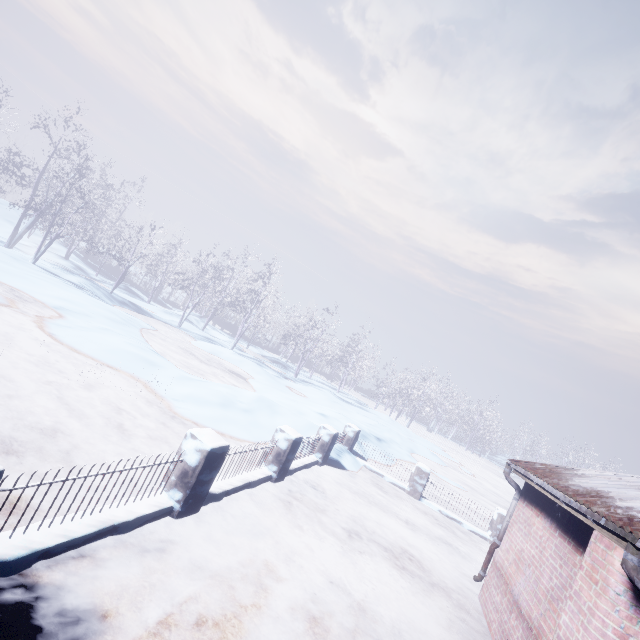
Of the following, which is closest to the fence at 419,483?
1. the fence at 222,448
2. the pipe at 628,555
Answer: the fence at 222,448

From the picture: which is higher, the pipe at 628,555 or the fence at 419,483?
the pipe at 628,555

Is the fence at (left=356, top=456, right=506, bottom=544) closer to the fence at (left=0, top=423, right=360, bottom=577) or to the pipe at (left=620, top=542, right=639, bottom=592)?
the fence at (left=0, top=423, right=360, bottom=577)

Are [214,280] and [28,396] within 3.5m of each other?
no

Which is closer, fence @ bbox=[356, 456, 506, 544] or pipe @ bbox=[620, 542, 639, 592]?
pipe @ bbox=[620, 542, 639, 592]

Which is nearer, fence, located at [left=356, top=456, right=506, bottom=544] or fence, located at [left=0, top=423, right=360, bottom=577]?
fence, located at [left=0, top=423, right=360, bottom=577]

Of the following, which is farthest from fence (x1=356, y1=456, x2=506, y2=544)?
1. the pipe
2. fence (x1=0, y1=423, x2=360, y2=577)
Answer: the pipe
